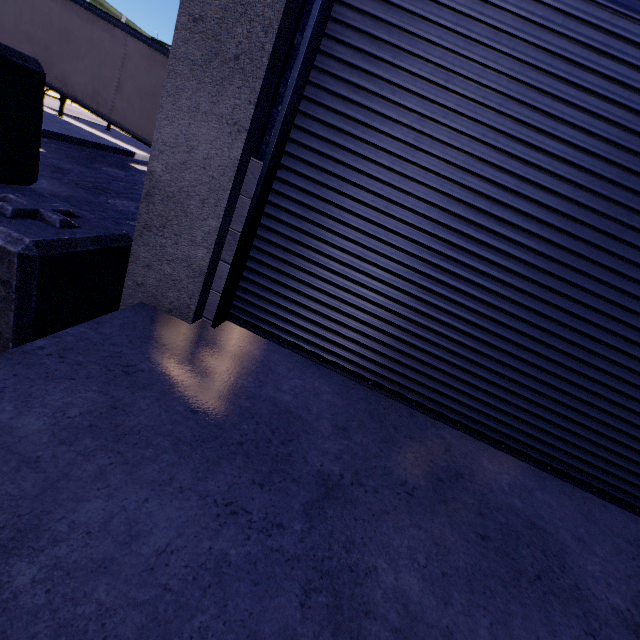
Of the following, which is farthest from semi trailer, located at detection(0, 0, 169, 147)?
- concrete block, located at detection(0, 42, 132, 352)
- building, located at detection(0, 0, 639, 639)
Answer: concrete block, located at detection(0, 42, 132, 352)

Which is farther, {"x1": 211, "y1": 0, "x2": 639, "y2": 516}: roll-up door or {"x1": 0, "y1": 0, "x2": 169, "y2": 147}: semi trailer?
{"x1": 0, "y1": 0, "x2": 169, "y2": 147}: semi trailer

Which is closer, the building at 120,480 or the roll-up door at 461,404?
the building at 120,480

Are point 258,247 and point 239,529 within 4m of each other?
yes

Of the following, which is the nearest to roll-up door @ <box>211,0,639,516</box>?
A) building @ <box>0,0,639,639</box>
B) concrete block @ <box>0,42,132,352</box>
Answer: building @ <box>0,0,639,639</box>

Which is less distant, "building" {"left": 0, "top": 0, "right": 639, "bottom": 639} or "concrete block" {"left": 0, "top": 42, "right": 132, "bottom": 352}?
"building" {"left": 0, "top": 0, "right": 639, "bottom": 639}

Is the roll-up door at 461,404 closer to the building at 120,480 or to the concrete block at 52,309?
the building at 120,480
